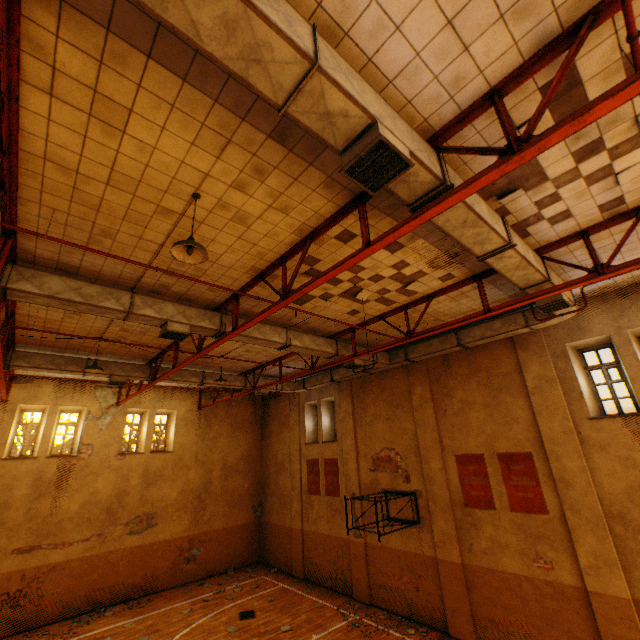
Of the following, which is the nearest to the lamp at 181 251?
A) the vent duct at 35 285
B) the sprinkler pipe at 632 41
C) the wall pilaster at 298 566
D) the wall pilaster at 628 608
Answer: the vent duct at 35 285

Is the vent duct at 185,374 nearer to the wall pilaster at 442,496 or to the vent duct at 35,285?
the vent duct at 35,285

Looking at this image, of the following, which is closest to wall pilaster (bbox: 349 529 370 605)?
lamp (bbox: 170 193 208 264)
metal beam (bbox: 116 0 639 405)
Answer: metal beam (bbox: 116 0 639 405)

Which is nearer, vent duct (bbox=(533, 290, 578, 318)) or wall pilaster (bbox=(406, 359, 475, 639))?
vent duct (bbox=(533, 290, 578, 318))

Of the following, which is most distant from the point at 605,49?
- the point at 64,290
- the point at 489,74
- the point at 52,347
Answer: the point at 52,347

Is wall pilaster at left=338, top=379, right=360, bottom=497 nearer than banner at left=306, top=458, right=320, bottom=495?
Yes

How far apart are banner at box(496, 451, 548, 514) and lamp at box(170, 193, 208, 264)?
10.1m

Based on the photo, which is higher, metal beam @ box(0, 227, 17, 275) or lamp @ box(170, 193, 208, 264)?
metal beam @ box(0, 227, 17, 275)
